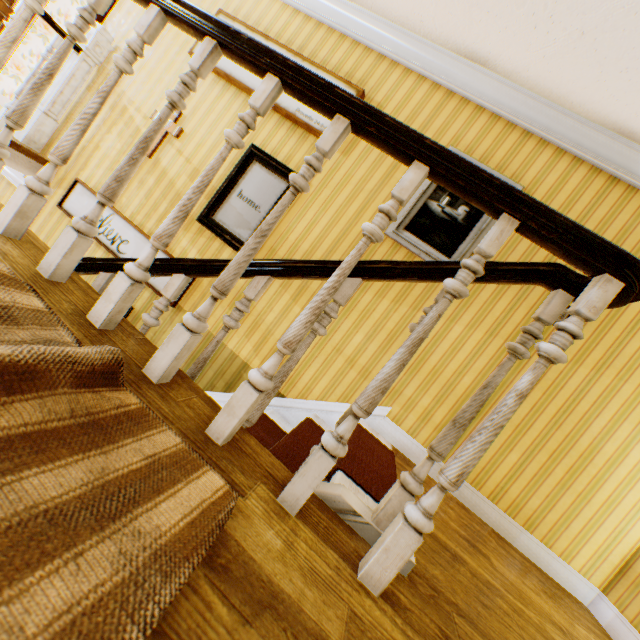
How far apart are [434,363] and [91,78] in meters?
5.2 m

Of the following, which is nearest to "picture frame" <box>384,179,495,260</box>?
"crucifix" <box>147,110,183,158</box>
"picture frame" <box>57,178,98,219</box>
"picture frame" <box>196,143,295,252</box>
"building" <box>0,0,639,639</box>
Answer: "building" <box>0,0,639,639</box>

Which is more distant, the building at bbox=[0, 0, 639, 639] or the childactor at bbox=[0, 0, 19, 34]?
the childactor at bbox=[0, 0, 19, 34]

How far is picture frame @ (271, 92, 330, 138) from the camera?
3.17m

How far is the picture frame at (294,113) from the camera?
3.2m

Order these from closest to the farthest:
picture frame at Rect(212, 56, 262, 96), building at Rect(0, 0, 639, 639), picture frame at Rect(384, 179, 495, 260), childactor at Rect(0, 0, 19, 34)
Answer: building at Rect(0, 0, 639, 639), picture frame at Rect(384, 179, 495, 260), picture frame at Rect(212, 56, 262, 96), childactor at Rect(0, 0, 19, 34)

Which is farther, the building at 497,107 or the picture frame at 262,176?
the picture frame at 262,176

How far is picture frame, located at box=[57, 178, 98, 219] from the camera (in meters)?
3.69
